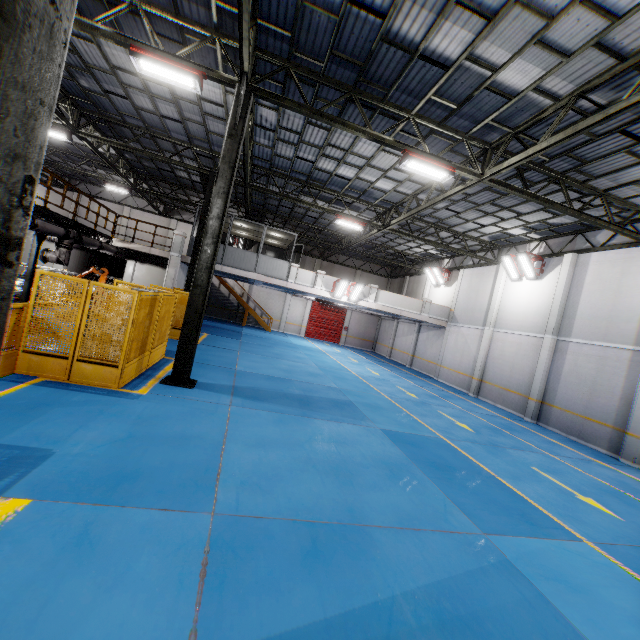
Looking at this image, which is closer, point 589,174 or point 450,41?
point 450,41

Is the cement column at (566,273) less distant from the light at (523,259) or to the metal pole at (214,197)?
the light at (523,259)

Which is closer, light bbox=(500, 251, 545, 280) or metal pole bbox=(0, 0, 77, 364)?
metal pole bbox=(0, 0, 77, 364)

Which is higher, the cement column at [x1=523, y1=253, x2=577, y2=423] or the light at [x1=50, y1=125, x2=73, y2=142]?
the light at [x1=50, y1=125, x2=73, y2=142]

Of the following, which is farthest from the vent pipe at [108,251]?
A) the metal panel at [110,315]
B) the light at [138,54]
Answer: the light at [138,54]

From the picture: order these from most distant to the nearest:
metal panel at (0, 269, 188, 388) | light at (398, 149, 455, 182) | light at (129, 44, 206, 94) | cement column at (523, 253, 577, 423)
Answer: cement column at (523, 253, 577, 423), light at (398, 149, 455, 182), light at (129, 44, 206, 94), metal panel at (0, 269, 188, 388)

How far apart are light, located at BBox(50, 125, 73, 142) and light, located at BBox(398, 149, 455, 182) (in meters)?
14.40

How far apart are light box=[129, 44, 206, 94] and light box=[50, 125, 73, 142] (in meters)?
8.66
